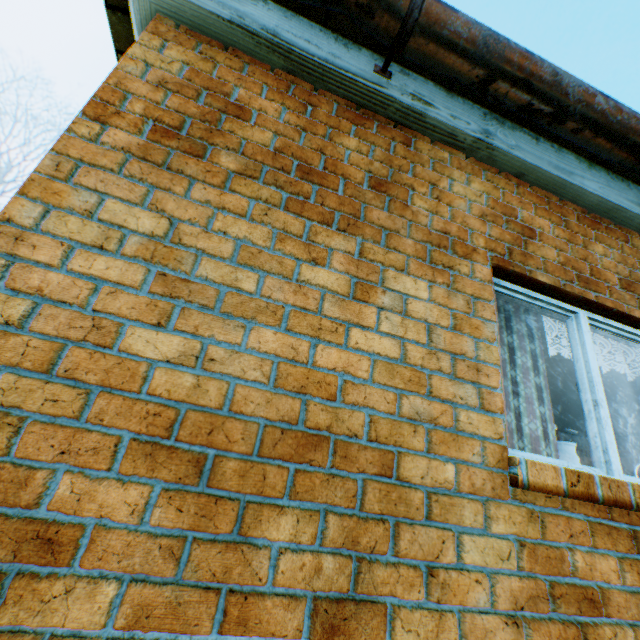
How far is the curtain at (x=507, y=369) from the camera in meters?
2.1 m

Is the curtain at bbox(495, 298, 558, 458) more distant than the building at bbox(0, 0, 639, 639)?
Yes

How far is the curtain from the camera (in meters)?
2.09

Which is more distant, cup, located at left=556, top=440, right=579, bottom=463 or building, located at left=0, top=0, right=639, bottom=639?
cup, located at left=556, top=440, right=579, bottom=463

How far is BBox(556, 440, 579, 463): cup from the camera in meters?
2.1

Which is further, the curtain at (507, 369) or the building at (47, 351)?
the curtain at (507, 369)

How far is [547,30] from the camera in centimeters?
5331cm
